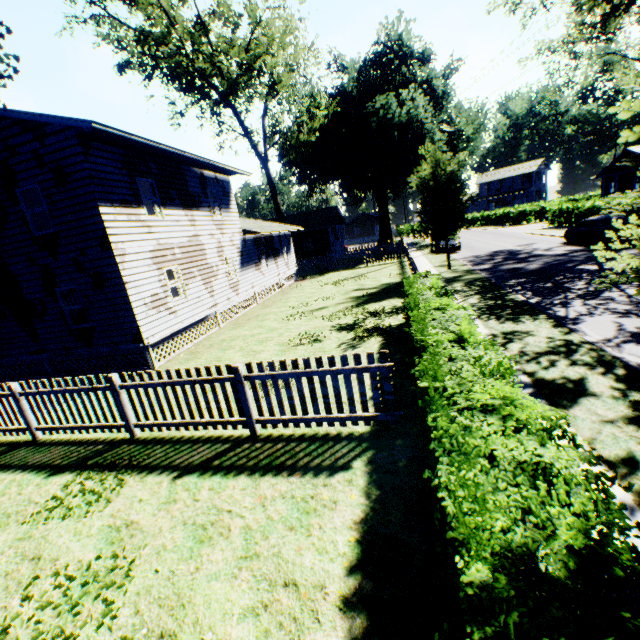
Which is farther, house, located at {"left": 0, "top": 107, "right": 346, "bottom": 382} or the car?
the car

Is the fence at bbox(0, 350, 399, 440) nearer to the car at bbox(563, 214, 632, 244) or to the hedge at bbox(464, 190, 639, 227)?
the car at bbox(563, 214, 632, 244)

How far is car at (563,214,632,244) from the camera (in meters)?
19.52

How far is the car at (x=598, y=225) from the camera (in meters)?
19.52

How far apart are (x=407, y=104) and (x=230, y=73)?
18.9m

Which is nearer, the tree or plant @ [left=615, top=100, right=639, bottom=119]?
plant @ [left=615, top=100, right=639, bottom=119]

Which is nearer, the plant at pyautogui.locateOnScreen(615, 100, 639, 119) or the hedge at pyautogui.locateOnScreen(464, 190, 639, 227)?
the plant at pyautogui.locateOnScreen(615, 100, 639, 119)

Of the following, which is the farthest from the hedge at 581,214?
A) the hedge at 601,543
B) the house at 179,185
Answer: the hedge at 601,543
